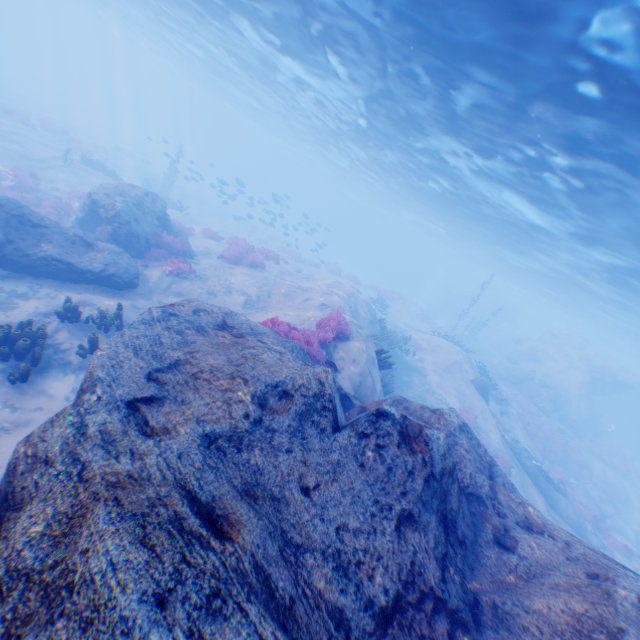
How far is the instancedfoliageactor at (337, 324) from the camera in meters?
9.1

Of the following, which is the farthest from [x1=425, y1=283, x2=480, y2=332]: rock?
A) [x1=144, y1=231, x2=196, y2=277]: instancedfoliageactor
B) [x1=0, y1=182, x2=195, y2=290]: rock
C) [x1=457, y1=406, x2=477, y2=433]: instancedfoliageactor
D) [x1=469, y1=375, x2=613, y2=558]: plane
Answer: [x1=0, y1=182, x2=195, y2=290]: rock

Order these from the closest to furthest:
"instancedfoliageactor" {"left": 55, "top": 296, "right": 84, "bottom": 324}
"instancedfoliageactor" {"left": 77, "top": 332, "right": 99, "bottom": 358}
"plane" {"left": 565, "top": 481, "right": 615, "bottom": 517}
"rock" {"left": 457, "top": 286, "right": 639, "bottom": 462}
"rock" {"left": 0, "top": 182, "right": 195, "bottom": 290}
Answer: "instancedfoliageactor" {"left": 77, "top": 332, "right": 99, "bottom": 358}, "instancedfoliageactor" {"left": 55, "top": 296, "right": 84, "bottom": 324}, "rock" {"left": 0, "top": 182, "right": 195, "bottom": 290}, "plane" {"left": 565, "top": 481, "right": 615, "bottom": 517}, "rock" {"left": 457, "top": 286, "right": 639, "bottom": 462}

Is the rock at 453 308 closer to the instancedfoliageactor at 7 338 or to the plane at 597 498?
the plane at 597 498

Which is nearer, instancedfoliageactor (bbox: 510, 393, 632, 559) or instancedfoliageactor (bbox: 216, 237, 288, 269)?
instancedfoliageactor (bbox: 510, 393, 632, 559)

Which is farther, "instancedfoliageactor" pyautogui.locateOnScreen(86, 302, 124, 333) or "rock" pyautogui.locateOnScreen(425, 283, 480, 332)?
"rock" pyautogui.locateOnScreen(425, 283, 480, 332)

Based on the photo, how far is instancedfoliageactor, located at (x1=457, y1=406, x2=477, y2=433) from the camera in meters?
17.4 m

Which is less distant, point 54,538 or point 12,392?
point 54,538
